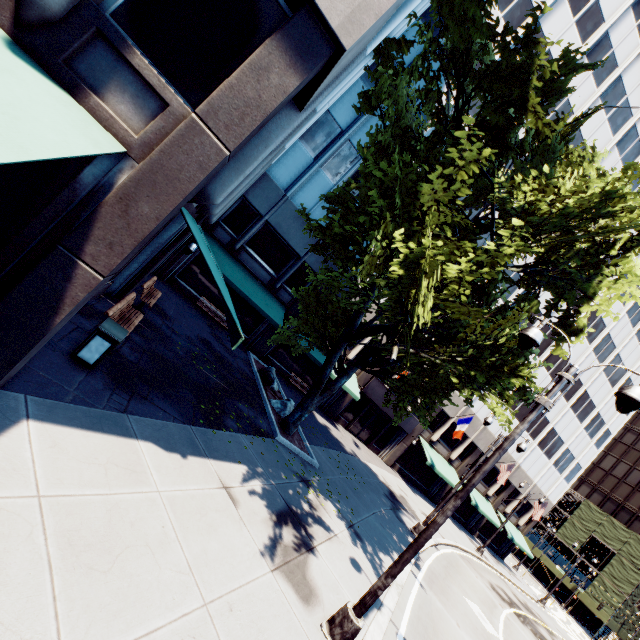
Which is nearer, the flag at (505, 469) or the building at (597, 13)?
the building at (597, 13)

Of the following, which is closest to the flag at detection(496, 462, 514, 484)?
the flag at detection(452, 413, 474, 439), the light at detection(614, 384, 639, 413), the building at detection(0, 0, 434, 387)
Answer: the building at detection(0, 0, 434, 387)

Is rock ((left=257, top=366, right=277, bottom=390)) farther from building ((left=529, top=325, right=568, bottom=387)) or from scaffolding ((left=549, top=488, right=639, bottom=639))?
scaffolding ((left=549, top=488, right=639, bottom=639))

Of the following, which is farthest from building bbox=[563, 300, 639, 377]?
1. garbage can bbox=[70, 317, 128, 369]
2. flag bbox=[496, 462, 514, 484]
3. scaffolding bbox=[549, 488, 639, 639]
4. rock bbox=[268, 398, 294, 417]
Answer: scaffolding bbox=[549, 488, 639, 639]

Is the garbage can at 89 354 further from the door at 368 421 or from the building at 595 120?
the door at 368 421

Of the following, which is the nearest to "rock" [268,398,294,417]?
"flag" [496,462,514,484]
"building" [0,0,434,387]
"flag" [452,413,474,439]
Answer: "building" [0,0,434,387]

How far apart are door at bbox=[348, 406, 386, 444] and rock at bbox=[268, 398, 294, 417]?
12.1 meters

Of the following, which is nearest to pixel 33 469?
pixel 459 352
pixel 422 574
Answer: pixel 459 352
